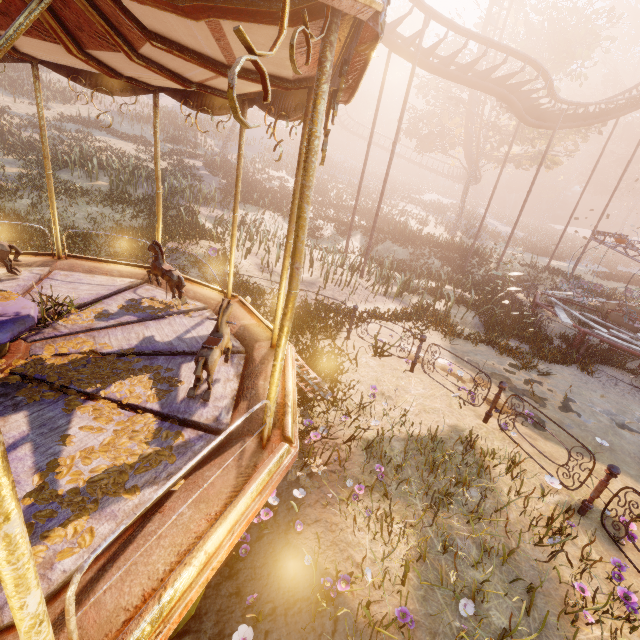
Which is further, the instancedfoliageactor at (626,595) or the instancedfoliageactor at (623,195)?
the instancedfoliageactor at (623,195)

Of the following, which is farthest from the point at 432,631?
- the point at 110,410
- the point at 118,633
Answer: the point at 110,410

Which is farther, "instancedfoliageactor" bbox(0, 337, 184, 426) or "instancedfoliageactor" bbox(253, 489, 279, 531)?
"instancedfoliageactor" bbox(253, 489, 279, 531)

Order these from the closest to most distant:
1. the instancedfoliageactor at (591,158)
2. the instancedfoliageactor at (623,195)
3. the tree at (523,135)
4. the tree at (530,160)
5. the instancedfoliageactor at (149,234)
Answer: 1. the instancedfoliageactor at (149,234)
2. the tree at (523,135)
3. the tree at (530,160)
4. the instancedfoliageactor at (623,195)
5. the instancedfoliageactor at (591,158)

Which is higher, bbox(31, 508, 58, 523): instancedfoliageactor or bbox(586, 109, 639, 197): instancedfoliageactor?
bbox(586, 109, 639, 197): instancedfoliageactor

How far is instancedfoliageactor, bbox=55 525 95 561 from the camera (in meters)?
2.08

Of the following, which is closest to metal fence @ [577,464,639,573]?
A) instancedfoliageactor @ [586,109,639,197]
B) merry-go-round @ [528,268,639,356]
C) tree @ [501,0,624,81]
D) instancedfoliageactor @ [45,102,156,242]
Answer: Result: merry-go-round @ [528,268,639,356]

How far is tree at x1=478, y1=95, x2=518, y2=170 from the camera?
25.0m
